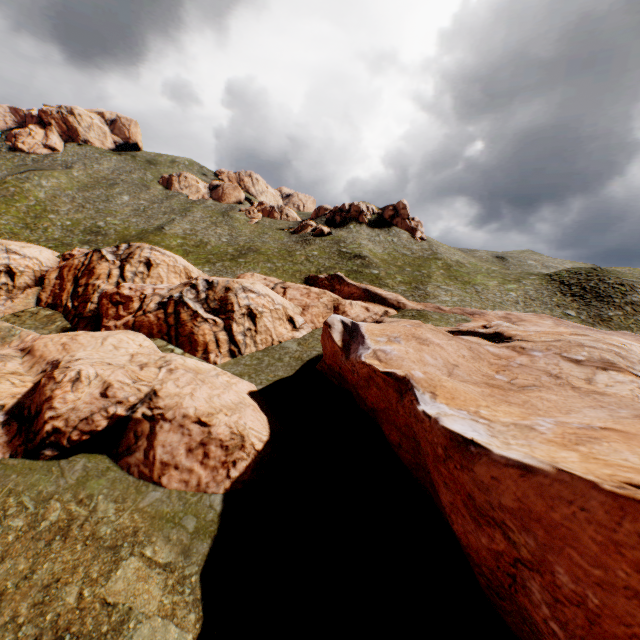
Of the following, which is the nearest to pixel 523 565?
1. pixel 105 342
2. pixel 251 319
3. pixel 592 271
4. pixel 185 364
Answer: pixel 185 364
